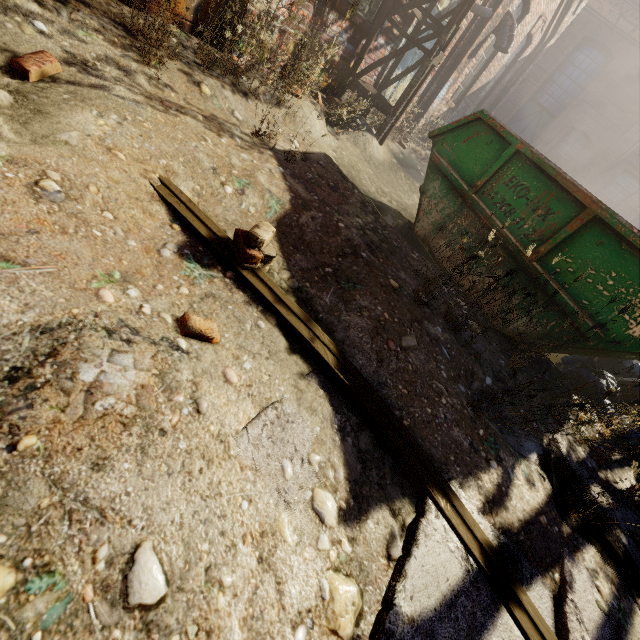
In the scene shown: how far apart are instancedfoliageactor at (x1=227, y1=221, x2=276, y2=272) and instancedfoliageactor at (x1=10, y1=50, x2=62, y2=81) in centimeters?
154cm

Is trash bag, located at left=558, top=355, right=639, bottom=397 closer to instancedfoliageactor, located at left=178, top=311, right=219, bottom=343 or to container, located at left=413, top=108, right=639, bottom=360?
container, located at left=413, top=108, right=639, bottom=360

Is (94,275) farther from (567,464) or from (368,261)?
(567,464)

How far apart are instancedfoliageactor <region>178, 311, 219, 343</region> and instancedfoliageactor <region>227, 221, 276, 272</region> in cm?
49

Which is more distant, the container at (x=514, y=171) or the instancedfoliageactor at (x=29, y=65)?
the container at (x=514, y=171)

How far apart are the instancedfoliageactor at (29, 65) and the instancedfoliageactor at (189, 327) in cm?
187

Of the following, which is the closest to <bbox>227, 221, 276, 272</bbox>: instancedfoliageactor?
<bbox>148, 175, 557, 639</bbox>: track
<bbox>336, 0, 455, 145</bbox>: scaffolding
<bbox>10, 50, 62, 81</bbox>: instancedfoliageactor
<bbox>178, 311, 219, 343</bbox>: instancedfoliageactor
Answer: <bbox>178, 311, 219, 343</bbox>: instancedfoliageactor

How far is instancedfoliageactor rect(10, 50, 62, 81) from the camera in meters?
1.8 m
